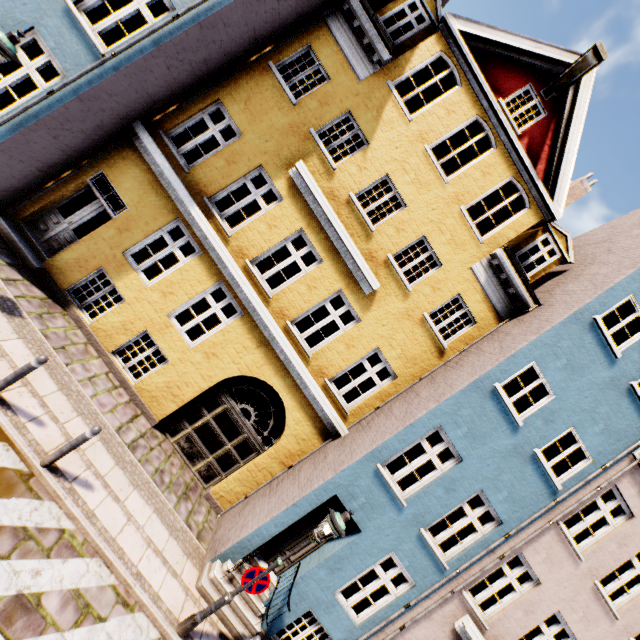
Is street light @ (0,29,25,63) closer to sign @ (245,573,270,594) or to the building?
the building

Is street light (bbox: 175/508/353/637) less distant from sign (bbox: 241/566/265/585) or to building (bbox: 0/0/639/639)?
sign (bbox: 241/566/265/585)

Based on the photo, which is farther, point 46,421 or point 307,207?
point 307,207

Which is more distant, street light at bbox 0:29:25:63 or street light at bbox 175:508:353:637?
street light at bbox 175:508:353:637

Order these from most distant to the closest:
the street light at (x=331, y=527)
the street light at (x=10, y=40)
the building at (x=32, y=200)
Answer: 1. the building at (x=32, y=200)
2. the street light at (x=331, y=527)
3. the street light at (x=10, y=40)

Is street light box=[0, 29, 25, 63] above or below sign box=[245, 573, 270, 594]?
above

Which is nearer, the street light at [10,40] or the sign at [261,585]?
the street light at [10,40]

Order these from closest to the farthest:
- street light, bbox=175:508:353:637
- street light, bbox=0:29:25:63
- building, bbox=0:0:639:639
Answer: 1. street light, bbox=0:29:25:63
2. street light, bbox=175:508:353:637
3. building, bbox=0:0:639:639
